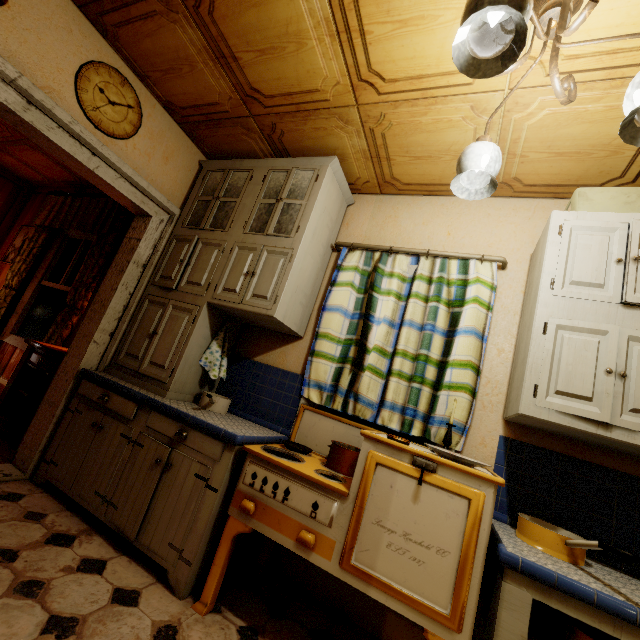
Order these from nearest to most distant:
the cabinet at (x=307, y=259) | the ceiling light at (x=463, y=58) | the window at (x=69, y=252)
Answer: the ceiling light at (x=463, y=58)
the cabinet at (x=307, y=259)
the window at (x=69, y=252)

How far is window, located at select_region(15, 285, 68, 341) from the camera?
3.92m

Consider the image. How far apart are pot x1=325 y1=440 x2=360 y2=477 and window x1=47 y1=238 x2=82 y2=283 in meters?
3.8

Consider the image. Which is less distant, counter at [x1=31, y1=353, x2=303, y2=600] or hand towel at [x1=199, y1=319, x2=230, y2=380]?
counter at [x1=31, y1=353, x2=303, y2=600]

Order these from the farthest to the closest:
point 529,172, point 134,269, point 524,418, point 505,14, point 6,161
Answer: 1. point 6,161
2. point 134,269
3. point 529,172
4. point 524,418
5. point 505,14

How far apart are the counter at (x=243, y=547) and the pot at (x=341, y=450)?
0.4m

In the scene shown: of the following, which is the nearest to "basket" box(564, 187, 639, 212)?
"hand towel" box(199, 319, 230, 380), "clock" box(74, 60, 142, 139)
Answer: "hand towel" box(199, 319, 230, 380)

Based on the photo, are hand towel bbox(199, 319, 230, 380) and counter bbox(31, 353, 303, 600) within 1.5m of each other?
yes
